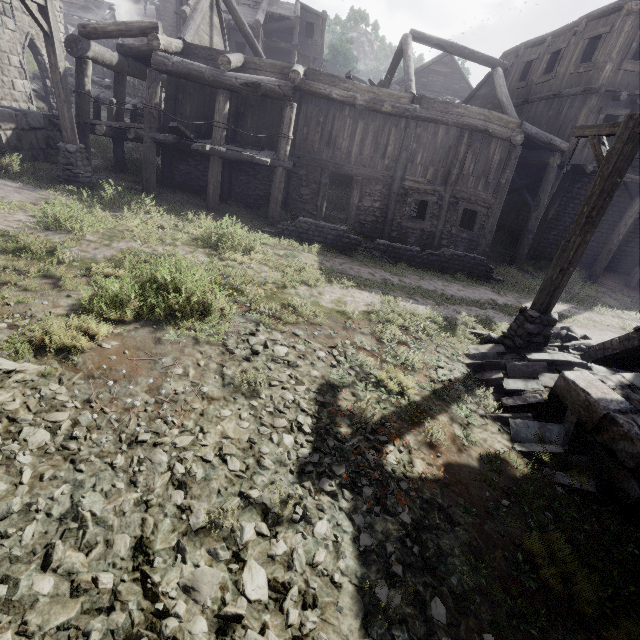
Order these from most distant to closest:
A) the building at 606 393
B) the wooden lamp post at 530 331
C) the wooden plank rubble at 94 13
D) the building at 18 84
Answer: the wooden plank rubble at 94 13, the building at 18 84, the wooden lamp post at 530 331, the building at 606 393

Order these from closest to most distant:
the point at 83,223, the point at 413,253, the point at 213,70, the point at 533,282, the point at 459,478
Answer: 1. the point at 459,478
2. the point at 83,223
3. the point at 213,70
4. the point at 413,253
5. the point at 533,282

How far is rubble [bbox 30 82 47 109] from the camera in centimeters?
1805cm

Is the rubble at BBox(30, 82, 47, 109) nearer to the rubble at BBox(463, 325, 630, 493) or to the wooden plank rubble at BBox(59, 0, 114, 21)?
the wooden plank rubble at BBox(59, 0, 114, 21)

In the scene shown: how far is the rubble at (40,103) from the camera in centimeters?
1805cm

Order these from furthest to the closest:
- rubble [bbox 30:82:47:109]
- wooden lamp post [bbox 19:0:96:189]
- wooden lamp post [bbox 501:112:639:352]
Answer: rubble [bbox 30:82:47:109] < wooden lamp post [bbox 19:0:96:189] < wooden lamp post [bbox 501:112:639:352]

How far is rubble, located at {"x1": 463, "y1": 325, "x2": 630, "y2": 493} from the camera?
4.50m

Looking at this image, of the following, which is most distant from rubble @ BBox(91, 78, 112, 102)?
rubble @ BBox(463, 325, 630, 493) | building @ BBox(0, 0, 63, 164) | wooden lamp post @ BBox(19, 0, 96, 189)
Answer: rubble @ BBox(463, 325, 630, 493)
